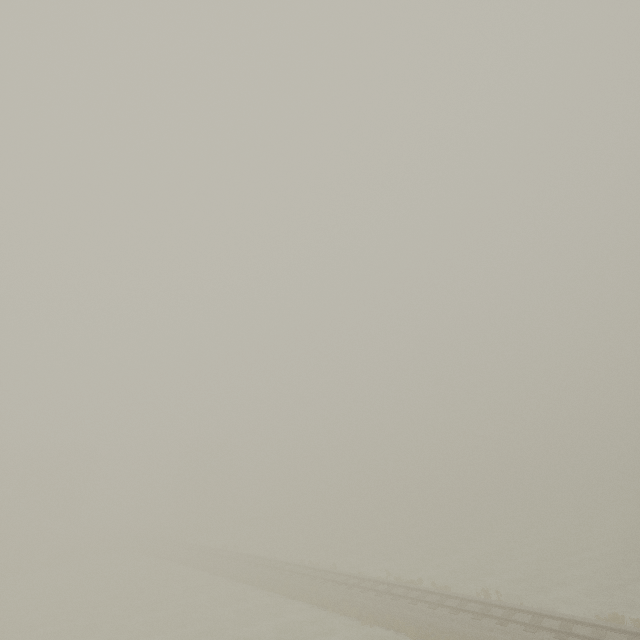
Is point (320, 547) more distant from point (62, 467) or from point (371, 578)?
point (62, 467)
